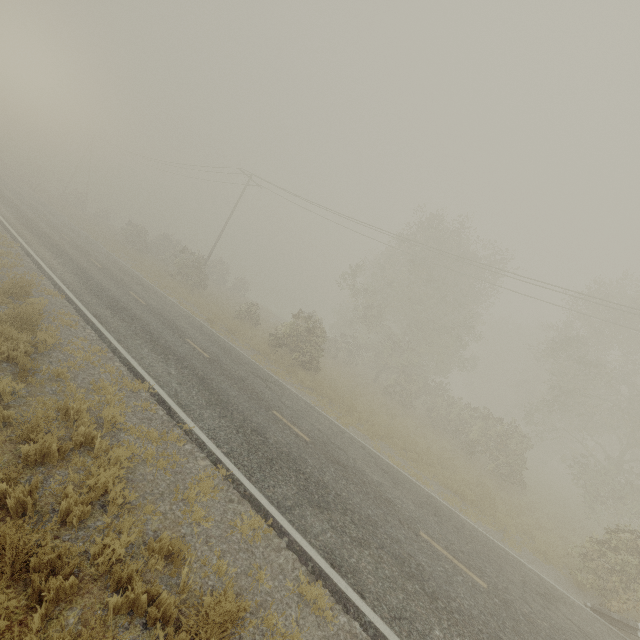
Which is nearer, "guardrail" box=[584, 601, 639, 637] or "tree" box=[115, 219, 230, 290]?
"guardrail" box=[584, 601, 639, 637]

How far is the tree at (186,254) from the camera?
29.5m

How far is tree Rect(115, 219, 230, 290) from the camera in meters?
29.5

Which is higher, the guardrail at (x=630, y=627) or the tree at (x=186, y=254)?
the tree at (x=186, y=254)

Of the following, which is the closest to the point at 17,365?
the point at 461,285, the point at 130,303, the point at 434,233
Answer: the point at 130,303

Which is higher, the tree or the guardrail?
the tree
